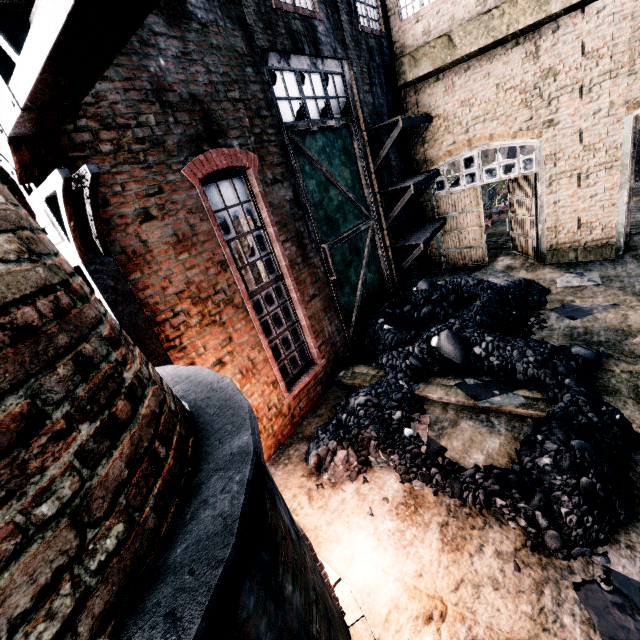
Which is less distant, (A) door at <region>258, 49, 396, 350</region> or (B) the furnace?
(B) the furnace

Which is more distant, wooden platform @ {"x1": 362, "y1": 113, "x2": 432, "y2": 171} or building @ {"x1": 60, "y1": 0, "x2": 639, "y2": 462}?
wooden platform @ {"x1": 362, "y1": 113, "x2": 432, "y2": 171}

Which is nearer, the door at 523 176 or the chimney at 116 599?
the chimney at 116 599

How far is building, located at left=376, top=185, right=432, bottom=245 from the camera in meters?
12.6 m

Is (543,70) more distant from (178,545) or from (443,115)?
(178,545)

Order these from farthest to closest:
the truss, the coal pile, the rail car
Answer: the rail car
the coal pile
the truss

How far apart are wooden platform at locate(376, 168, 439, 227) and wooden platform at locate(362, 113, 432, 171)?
0.61m

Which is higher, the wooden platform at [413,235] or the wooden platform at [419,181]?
the wooden platform at [419,181]
